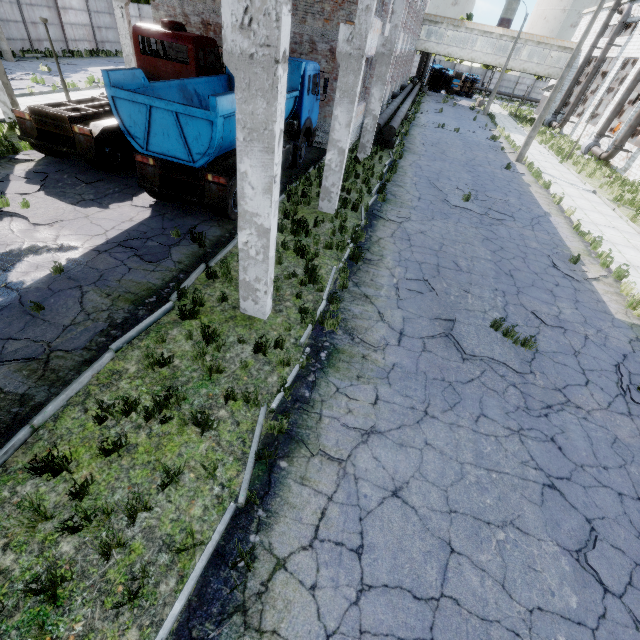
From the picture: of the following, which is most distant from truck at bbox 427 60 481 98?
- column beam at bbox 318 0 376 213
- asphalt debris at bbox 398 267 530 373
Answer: asphalt debris at bbox 398 267 530 373

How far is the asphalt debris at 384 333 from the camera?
6.7m

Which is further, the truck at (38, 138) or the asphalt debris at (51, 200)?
the asphalt debris at (51, 200)

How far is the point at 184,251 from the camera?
8.2 meters

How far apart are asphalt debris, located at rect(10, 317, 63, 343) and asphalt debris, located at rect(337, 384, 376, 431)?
3.77m

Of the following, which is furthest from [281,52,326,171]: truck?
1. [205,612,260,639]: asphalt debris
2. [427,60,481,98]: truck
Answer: [427,60,481,98]: truck

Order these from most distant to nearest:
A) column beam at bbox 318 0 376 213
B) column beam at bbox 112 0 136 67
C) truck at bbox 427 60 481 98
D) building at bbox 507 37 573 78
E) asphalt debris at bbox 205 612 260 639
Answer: truck at bbox 427 60 481 98, building at bbox 507 37 573 78, column beam at bbox 112 0 136 67, column beam at bbox 318 0 376 213, asphalt debris at bbox 205 612 260 639

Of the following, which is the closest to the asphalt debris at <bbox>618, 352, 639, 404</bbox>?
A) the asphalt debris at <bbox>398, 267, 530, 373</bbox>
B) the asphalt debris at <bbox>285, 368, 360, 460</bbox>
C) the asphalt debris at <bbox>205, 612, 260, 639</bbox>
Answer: the asphalt debris at <bbox>398, 267, 530, 373</bbox>
